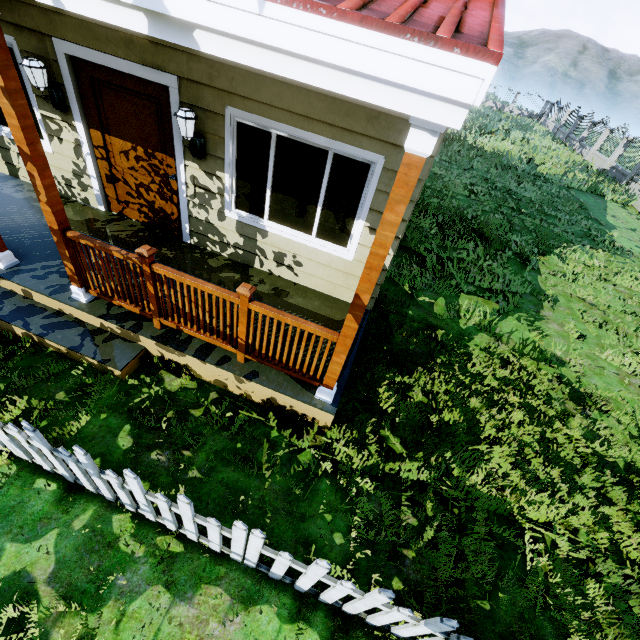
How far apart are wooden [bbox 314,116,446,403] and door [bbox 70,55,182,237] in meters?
3.4

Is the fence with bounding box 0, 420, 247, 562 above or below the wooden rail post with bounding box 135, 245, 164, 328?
below

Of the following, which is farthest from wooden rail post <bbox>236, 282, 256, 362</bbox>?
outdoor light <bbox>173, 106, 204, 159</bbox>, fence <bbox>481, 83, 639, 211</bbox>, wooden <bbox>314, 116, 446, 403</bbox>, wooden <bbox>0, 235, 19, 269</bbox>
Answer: wooden <bbox>0, 235, 19, 269</bbox>

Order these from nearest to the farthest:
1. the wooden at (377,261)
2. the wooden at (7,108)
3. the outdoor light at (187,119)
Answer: the wooden at (377,261), the wooden at (7,108), the outdoor light at (187,119)

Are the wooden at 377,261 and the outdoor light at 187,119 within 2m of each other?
no

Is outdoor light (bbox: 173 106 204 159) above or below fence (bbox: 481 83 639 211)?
above

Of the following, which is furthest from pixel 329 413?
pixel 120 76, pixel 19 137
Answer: pixel 120 76

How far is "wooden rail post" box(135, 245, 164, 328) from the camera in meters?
3.1 m
